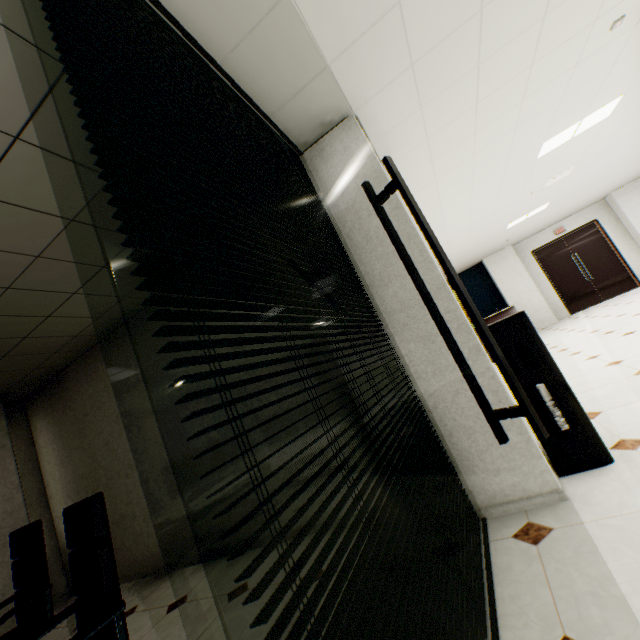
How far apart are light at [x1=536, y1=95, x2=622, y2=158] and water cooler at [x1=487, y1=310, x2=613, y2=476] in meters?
3.5 m

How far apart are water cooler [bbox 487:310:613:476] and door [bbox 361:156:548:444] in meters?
1.4

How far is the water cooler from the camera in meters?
2.1

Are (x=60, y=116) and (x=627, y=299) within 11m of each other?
no

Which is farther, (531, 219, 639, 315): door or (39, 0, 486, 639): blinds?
(531, 219, 639, 315): door

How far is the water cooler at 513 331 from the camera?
2.10m

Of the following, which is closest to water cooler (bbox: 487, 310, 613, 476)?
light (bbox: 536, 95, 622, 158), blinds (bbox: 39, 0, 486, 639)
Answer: blinds (bbox: 39, 0, 486, 639)

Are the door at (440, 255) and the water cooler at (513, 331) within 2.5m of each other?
yes
